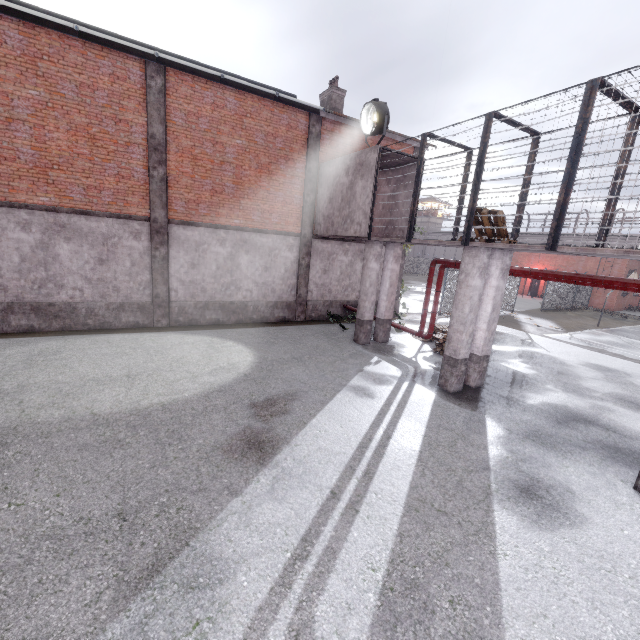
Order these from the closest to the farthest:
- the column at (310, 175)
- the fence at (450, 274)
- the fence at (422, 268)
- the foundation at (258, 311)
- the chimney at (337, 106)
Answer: the foundation at (258, 311) → the column at (310, 175) → the chimney at (337, 106) → the fence at (450, 274) → the fence at (422, 268)

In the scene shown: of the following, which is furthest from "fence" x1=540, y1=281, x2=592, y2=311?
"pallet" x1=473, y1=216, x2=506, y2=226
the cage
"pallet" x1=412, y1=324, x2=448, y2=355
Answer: "pallet" x1=473, y1=216, x2=506, y2=226

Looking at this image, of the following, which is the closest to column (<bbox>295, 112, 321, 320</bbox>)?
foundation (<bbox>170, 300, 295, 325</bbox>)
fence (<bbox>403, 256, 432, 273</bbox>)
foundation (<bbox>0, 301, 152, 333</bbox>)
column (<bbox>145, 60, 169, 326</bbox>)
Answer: foundation (<bbox>170, 300, 295, 325</bbox>)

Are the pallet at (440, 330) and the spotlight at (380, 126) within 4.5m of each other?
no

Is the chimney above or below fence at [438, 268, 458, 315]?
above

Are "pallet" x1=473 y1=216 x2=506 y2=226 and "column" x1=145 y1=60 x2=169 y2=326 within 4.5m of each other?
no

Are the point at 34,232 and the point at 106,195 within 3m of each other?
yes

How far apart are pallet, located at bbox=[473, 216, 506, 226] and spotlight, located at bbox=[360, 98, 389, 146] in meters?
4.5
